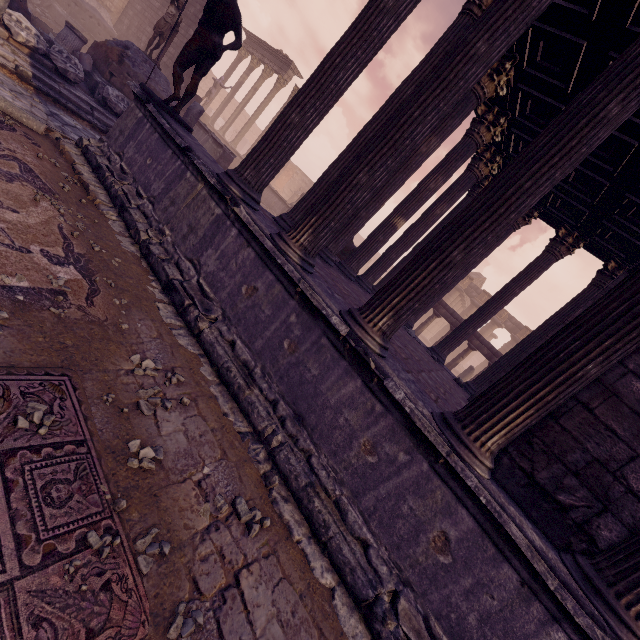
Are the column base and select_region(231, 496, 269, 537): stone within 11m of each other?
no

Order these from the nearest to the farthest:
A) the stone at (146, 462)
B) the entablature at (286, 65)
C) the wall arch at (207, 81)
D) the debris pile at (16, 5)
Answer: the stone at (146, 462) < the debris pile at (16, 5) < the entablature at (286, 65) < the wall arch at (207, 81)

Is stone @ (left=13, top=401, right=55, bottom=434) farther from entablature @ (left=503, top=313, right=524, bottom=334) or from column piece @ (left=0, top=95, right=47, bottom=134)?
entablature @ (left=503, top=313, right=524, bottom=334)

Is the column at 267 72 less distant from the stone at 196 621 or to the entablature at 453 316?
the entablature at 453 316

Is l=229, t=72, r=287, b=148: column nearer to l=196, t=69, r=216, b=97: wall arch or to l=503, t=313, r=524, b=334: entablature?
l=196, t=69, r=216, b=97: wall arch

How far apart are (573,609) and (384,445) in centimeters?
162cm

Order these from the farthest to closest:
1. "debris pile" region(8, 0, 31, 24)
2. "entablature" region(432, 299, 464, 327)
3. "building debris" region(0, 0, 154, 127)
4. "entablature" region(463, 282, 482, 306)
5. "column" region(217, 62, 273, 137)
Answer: "entablature" region(463, 282, 482, 306) < "column" region(217, 62, 273, 137) < "entablature" region(432, 299, 464, 327) < "debris pile" region(8, 0, 31, 24) < "building debris" region(0, 0, 154, 127)

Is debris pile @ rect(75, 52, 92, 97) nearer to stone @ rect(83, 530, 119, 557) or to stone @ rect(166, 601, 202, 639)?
stone @ rect(83, 530, 119, 557)
